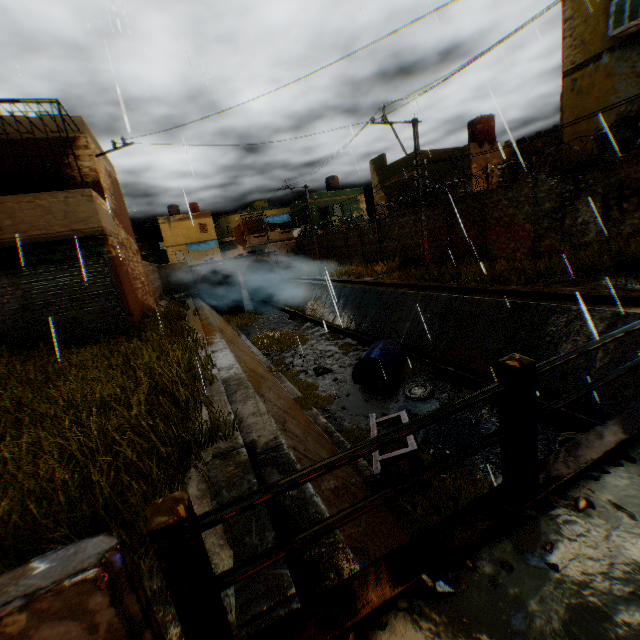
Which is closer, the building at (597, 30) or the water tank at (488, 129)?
the building at (597, 30)

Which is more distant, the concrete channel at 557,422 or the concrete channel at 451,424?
the concrete channel at 451,424

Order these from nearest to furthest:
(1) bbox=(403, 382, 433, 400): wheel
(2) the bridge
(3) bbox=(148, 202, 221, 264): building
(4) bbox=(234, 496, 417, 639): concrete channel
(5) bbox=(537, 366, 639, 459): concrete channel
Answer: (2) the bridge, (4) bbox=(234, 496, 417, 639): concrete channel, (5) bbox=(537, 366, 639, 459): concrete channel, (1) bbox=(403, 382, 433, 400): wheel, (3) bbox=(148, 202, 221, 264): building

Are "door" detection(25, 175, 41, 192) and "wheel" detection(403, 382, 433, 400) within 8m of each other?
no

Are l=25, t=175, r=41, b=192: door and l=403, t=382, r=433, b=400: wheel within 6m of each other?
no

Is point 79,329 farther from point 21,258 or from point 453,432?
point 453,432

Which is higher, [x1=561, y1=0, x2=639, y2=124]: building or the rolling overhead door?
[x1=561, y1=0, x2=639, y2=124]: building

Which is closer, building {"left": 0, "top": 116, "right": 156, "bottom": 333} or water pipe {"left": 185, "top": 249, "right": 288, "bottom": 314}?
building {"left": 0, "top": 116, "right": 156, "bottom": 333}
